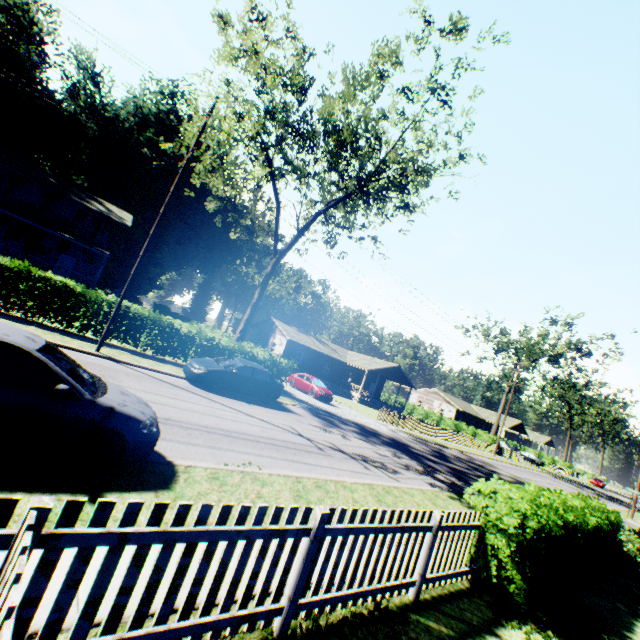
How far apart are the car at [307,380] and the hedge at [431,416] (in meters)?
27.99

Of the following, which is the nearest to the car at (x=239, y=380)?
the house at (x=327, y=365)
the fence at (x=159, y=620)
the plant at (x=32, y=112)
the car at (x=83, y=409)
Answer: the car at (x=83, y=409)

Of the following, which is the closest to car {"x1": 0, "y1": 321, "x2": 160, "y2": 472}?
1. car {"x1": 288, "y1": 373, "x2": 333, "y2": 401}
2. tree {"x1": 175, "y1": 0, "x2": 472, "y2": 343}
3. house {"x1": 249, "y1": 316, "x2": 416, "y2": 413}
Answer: tree {"x1": 175, "y1": 0, "x2": 472, "y2": 343}

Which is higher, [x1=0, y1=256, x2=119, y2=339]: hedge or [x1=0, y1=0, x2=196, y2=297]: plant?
[x1=0, y1=0, x2=196, y2=297]: plant

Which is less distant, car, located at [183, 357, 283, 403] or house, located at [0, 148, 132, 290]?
car, located at [183, 357, 283, 403]

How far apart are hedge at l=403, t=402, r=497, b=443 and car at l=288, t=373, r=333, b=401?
28.0m

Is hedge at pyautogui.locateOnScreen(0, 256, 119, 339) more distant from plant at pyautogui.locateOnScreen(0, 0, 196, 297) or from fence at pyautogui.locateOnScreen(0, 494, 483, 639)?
plant at pyautogui.locateOnScreen(0, 0, 196, 297)

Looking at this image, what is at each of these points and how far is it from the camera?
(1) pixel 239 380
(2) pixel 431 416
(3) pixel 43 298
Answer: (1) car, 14.95m
(2) hedge, 51.38m
(3) hedge, 14.17m
